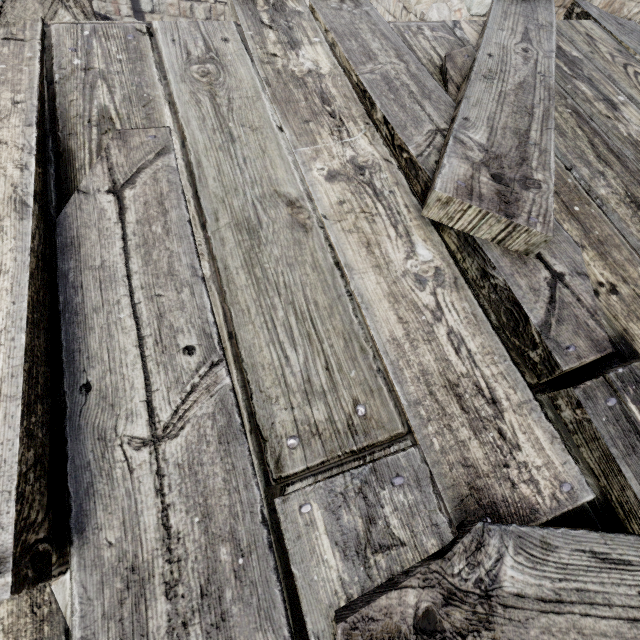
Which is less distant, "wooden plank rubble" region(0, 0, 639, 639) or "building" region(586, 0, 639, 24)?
"wooden plank rubble" region(0, 0, 639, 639)

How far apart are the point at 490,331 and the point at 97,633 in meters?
1.7 m

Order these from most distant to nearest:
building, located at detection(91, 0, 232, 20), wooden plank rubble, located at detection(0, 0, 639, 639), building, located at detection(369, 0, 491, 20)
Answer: building, located at detection(91, 0, 232, 20) < building, located at detection(369, 0, 491, 20) < wooden plank rubble, located at detection(0, 0, 639, 639)

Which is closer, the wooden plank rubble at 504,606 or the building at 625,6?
the wooden plank rubble at 504,606

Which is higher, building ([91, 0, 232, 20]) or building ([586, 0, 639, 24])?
building ([586, 0, 639, 24])

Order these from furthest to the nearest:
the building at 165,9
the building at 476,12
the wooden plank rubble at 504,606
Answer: the building at 165,9
the building at 476,12
the wooden plank rubble at 504,606

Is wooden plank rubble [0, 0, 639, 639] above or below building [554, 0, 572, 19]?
above
